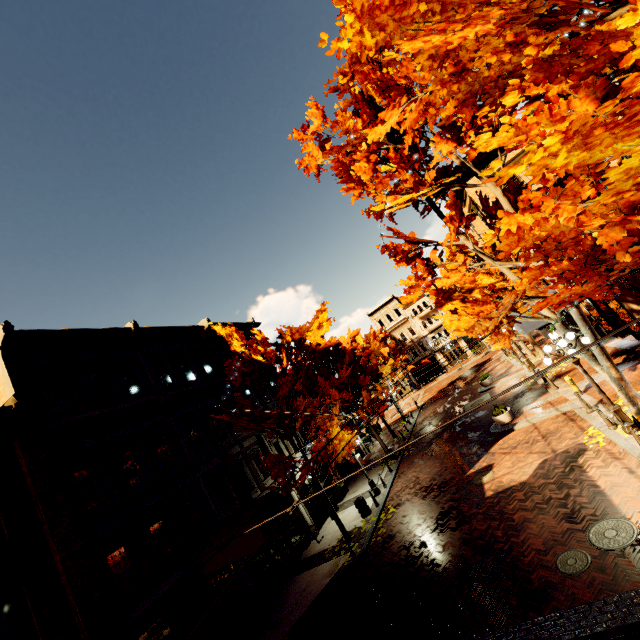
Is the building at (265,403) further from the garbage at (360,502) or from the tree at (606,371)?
the garbage at (360,502)

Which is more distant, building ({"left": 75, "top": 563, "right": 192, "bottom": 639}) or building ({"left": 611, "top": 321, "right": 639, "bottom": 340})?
building ({"left": 611, "top": 321, "right": 639, "bottom": 340})

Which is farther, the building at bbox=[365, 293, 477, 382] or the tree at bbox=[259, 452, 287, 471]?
the building at bbox=[365, 293, 477, 382]

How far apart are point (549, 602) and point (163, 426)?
14.79m

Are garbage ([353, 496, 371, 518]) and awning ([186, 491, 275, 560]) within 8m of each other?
yes

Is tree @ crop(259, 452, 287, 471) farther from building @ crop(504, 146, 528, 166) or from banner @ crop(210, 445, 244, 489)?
banner @ crop(210, 445, 244, 489)

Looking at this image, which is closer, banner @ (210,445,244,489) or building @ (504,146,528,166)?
banner @ (210,445,244,489)

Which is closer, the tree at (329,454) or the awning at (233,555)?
the awning at (233,555)
